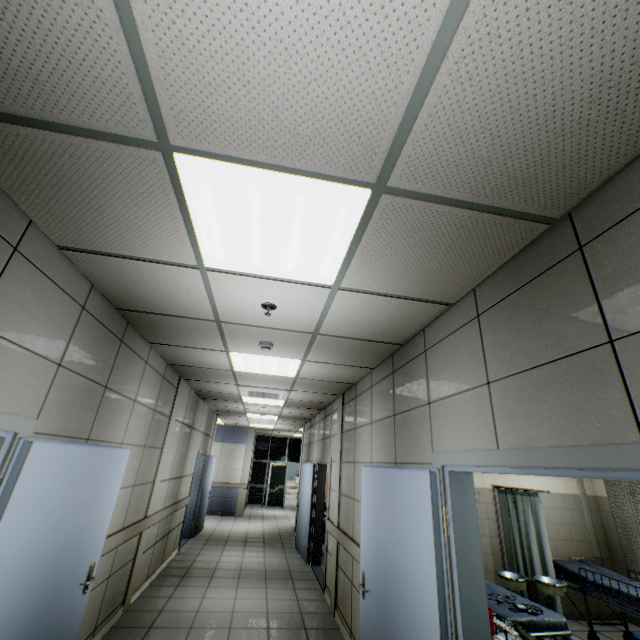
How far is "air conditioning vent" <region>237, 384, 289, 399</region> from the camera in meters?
6.0 m

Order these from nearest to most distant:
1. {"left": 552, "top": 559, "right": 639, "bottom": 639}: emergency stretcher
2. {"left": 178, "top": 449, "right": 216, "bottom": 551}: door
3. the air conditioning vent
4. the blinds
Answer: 1. {"left": 552, "top": 559, "right": 639, "bottom": 639}: emergency stretcher
2. the blinds
3. the air conditioning vent
4. {"left": 178, "top": 449, "right": 216, "bottom": 551}: door

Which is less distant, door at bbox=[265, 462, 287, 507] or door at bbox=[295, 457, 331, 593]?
door at bbox=[295, 457, 331, 593]

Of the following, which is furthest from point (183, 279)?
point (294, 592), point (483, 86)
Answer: point (294, 592)

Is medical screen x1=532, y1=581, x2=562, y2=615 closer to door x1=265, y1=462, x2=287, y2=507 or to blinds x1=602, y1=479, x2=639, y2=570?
blinds x1=602, y1=479, x2=639, y2=570

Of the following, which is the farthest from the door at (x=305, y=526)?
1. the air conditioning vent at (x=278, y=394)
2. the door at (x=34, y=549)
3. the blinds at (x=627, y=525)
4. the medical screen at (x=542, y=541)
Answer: the blinds at (x=627, y=525)

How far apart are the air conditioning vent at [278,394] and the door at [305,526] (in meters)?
1.47

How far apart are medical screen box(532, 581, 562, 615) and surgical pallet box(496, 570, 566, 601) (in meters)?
0.12
